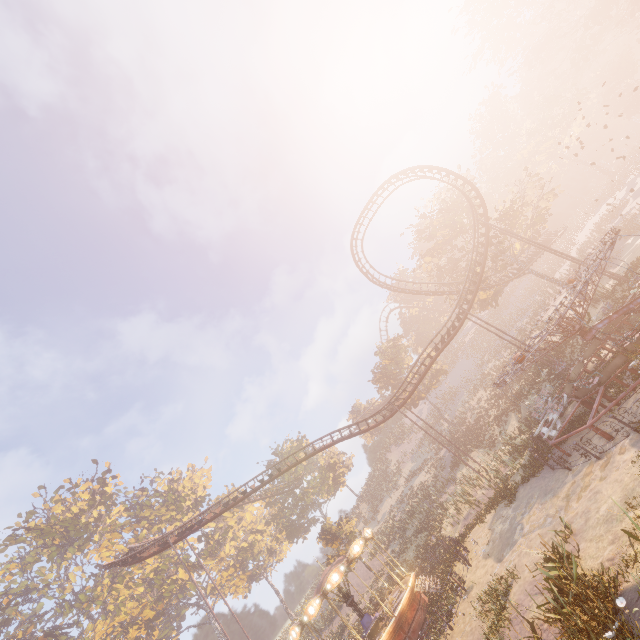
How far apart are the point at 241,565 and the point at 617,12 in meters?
100.3 m

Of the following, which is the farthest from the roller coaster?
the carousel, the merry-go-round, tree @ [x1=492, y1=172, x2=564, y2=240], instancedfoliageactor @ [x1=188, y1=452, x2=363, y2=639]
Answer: the carousel

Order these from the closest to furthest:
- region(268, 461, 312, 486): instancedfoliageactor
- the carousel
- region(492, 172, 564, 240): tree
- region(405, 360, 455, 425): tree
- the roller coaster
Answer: the carousel
the roller coaster
region(492, 172, 564, 240): tree
region(405, 360, 455, 425): tree
region(268, 461, 312, 486): instancedfoliageactor

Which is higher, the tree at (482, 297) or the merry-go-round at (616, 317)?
the tree at (482, 297)

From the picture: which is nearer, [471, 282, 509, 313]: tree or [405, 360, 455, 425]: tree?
[471, 282, 509, 313]: tree

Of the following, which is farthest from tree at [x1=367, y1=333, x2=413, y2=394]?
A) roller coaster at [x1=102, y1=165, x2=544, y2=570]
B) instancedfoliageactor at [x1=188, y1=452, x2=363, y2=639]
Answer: instancedfoliageactor at [x1=188, y1=452, x2=363, y2=639]

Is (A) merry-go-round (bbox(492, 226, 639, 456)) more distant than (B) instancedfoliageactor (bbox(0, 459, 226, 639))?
No

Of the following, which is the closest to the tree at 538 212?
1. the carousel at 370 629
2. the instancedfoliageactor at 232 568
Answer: the instancedfoliageactor at 232 568
